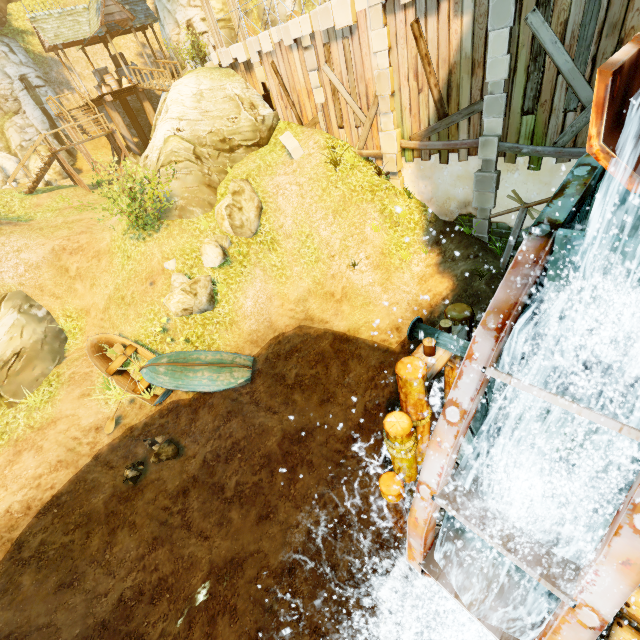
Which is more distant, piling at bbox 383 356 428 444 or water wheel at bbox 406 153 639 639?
piling at bbox 383 356 428 444

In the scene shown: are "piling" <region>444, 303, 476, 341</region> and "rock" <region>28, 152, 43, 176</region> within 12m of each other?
no

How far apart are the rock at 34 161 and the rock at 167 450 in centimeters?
2116cm

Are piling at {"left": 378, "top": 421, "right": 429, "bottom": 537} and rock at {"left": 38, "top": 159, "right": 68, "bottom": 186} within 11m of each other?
no

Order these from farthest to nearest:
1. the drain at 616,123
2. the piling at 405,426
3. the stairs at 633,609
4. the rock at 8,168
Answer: the rock at 8,168
the piling at 405,426
the stairs at 633,609
the drain at 616,123

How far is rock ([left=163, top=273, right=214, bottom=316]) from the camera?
11.6m

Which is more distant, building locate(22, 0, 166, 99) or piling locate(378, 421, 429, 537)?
building locate(22, 0, 166, 99)

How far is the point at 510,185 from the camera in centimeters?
991cm
